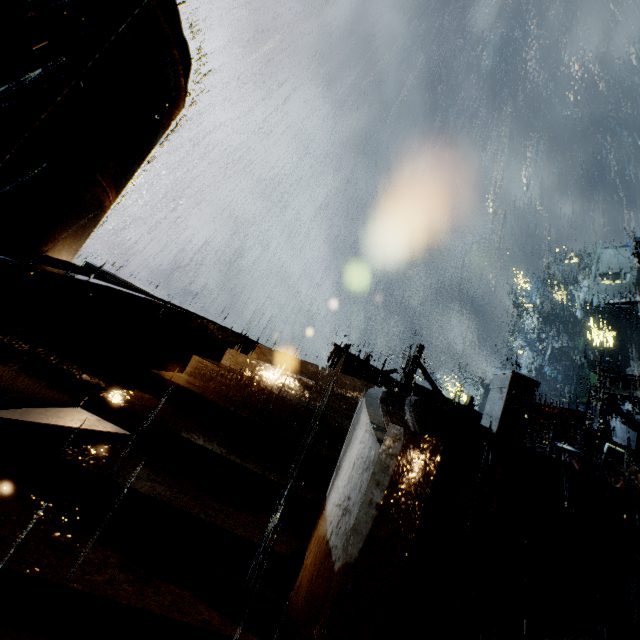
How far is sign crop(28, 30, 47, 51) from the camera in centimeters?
292cm

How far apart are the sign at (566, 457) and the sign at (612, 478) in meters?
0.2

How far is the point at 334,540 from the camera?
3.8 meters

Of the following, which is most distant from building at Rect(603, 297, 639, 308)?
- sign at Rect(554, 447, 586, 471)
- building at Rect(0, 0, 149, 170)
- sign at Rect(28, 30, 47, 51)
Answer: sign at Rect(28, 30, 47, 51)

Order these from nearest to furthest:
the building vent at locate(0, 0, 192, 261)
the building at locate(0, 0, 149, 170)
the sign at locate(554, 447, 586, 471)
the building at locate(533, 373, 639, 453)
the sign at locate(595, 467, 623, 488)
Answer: the building at locate(0, 0, 149, 170)
the building vent at locate(0, 0, 192, 261)
the sign at locate(595, 467, 623, 488)
the sign at locate(554, 447, 586, 471)
the building at locate(533, 373, 639, 453)

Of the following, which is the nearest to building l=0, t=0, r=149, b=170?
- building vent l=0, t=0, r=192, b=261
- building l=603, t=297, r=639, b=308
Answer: building vent l=0, t=0, r=192, b=261

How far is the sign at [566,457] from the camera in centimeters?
1093cm

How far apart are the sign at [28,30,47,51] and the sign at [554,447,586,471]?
15.6 meters
